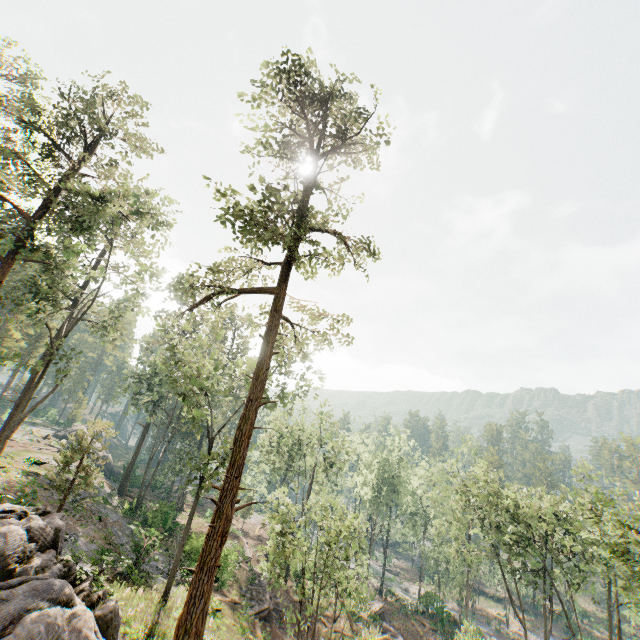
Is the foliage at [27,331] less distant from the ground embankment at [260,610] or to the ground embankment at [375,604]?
the ground embankment at [375,604]

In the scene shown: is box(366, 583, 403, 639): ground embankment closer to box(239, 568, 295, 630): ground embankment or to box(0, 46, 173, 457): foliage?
box(0, 46, 173, 457): foliage

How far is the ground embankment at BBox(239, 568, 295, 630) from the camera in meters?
25.2 m

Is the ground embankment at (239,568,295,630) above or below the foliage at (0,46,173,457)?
below

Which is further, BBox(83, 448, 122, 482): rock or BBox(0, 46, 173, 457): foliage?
BBox(83, 448, 122, 482): rock

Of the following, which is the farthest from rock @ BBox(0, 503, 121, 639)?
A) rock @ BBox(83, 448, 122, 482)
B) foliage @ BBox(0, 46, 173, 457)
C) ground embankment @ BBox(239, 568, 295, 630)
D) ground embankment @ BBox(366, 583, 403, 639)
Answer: rock @ BBox(83, 448, 122, 482)

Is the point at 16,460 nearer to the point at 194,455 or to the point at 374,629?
the point at 194,455
